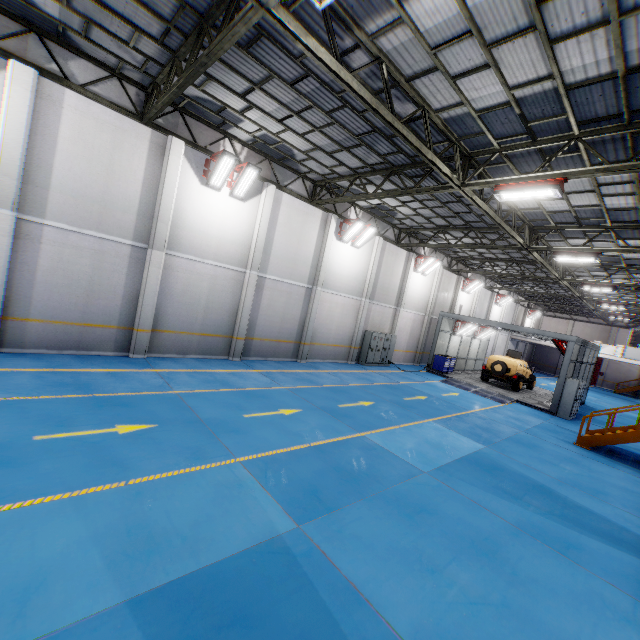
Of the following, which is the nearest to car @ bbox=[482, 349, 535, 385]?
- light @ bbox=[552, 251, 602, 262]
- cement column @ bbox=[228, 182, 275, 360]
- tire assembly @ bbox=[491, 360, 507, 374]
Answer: tire assembly @ bbox=[491, 360, 507, 374]

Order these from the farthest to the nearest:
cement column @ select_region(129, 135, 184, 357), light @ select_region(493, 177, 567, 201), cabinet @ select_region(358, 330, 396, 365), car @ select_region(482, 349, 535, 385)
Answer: car @ select_region(482, 349, 535, 385), cabinet @ select_region(358, 330, 396, 365), cement column @ select_region(129, 135, 184, 357), light @ select_region(493, 177, 567, 201)

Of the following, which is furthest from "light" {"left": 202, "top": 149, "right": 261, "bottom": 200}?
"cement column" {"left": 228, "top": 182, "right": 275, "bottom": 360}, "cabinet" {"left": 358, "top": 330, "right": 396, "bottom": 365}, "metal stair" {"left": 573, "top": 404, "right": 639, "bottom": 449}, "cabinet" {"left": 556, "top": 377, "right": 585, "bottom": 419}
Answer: "cabinet" {"left": 556, "top": 377, "right": 585, "bottom": 419}

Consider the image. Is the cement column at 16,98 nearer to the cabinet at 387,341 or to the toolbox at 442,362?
the cabinet at 387,341

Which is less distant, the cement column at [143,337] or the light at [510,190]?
the light at [510,190]

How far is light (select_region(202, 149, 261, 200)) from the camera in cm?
1179

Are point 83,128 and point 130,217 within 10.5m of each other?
yes

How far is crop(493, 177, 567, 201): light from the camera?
8.39m
